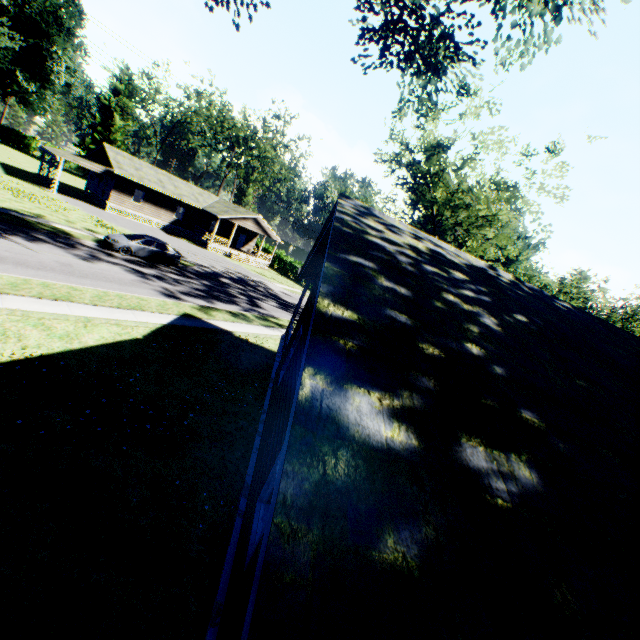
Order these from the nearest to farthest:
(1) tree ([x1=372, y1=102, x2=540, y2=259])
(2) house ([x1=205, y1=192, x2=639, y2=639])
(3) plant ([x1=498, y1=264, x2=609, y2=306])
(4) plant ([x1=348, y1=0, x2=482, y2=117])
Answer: (2) house ([x1=205, y1=192, x2=639, y2=639])
(4) plant ([x1=348, y1=0, x2=482, y2=117])
(1) tree ([x1=372, y1=102, x2=540, y2=259])
(3) plant ([x1=498, y1=264, x2=609, y2=306])

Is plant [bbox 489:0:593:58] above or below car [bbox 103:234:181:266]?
above

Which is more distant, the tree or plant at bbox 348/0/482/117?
the tree

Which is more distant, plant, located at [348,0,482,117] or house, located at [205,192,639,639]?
plant, located at [348,0,482,117]

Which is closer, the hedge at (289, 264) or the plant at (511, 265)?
the plant at (511, 265)

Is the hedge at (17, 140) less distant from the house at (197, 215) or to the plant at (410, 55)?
the house at (197, 215)

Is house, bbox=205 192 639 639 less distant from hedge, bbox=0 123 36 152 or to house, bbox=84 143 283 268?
house, bbox=84 143 283 268

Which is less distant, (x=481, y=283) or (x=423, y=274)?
(x=423, y=274)
